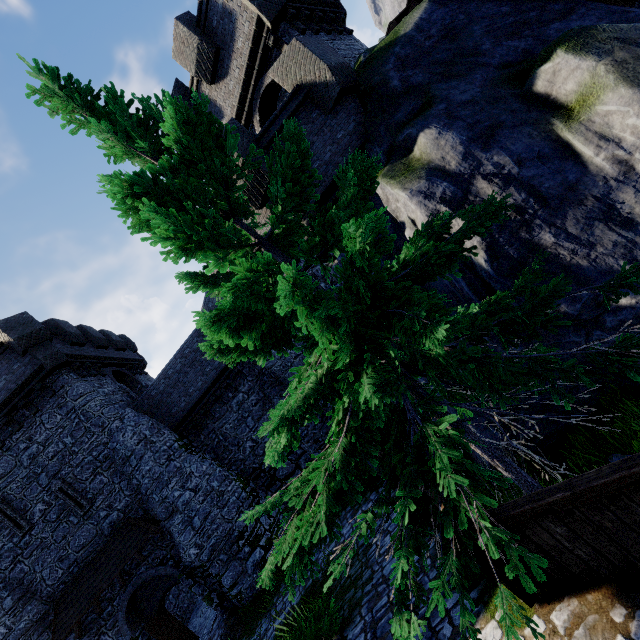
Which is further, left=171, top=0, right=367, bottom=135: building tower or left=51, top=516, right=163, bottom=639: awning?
left=51, top=516, right=163, bottom=639: awning

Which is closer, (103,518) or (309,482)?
(309,482)

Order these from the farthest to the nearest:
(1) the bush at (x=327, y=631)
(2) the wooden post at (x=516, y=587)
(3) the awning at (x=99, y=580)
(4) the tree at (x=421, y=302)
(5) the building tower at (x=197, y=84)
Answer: (3) the awning at (x=99, y=580), (5) the building tower at (x=197, y=84), (1) the bush at (x=327, y=631), (2) the wooden post at (x=516, y=587), (4) the tree at (x=421, y=302)

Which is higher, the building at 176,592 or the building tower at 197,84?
the building tower at 197,84

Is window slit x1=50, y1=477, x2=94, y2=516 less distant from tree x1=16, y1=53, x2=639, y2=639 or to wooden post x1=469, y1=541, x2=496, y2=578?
tree x1=16, y1=53, x2=639, y2=639

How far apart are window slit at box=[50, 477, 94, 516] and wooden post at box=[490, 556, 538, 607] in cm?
1748

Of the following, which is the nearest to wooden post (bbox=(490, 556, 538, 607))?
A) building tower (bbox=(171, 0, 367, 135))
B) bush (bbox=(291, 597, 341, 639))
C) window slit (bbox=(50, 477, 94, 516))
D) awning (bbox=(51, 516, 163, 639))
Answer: bush (bbox=(291, 597, 341, 639))
